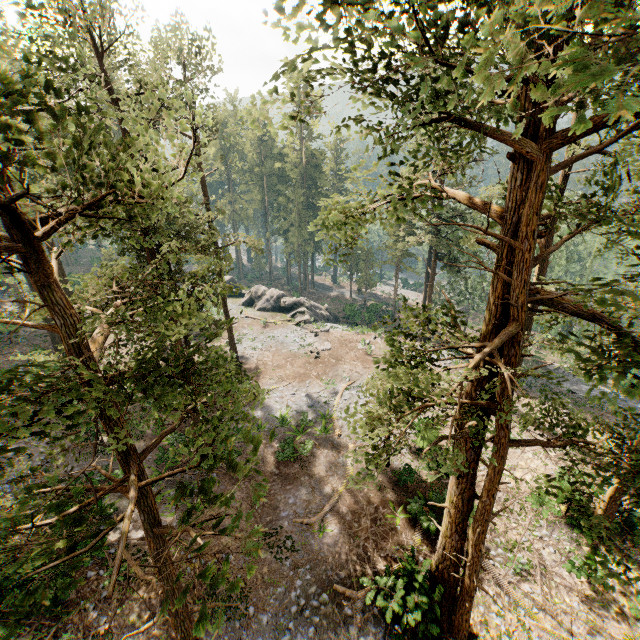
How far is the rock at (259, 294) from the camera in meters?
42.6

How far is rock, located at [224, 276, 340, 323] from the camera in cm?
4259

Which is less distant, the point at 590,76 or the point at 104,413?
the point at 590,76

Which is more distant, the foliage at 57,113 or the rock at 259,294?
the rock at 259,294

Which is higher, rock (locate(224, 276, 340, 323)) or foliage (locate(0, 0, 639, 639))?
foliage (locate(0, 0, 639, 639))

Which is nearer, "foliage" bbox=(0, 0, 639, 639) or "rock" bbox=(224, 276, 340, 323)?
"foliage" bbox=(0, 0, 639, 639)
